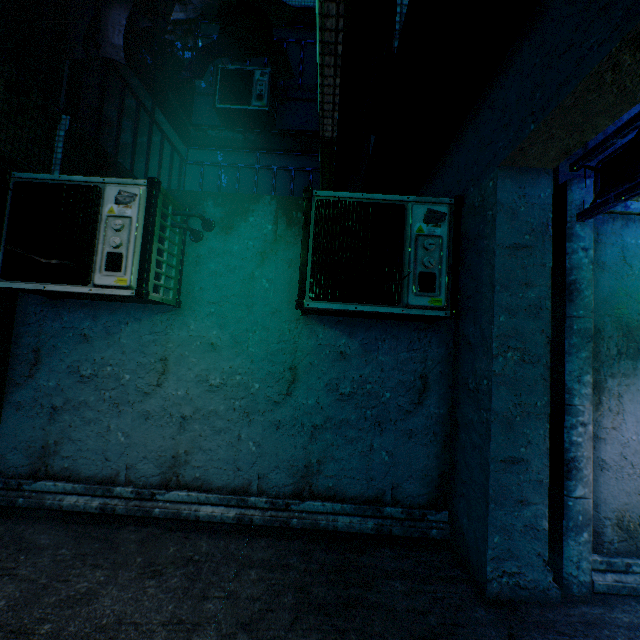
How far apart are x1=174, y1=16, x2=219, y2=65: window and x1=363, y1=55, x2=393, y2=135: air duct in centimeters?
500cm

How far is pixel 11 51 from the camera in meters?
3.2 m

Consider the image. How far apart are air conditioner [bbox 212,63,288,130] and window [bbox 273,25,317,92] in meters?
0.8 m

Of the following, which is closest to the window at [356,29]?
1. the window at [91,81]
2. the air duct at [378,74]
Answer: the air duct at [378,74]

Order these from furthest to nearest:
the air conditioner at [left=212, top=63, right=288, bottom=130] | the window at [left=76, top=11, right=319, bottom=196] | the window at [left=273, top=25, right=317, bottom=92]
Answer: the window at [left=273, top=25, right=317, bottom=92] → the air conditioner at [left=212, top=63, right=288, bottom=130] → the window at [left=76, top=11, right=319, bottom=196]

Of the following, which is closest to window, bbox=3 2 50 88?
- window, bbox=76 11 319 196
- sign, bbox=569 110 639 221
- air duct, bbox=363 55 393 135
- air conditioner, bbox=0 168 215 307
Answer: window, bbox=76 11 319 196

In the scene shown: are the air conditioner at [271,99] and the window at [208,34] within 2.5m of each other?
yes

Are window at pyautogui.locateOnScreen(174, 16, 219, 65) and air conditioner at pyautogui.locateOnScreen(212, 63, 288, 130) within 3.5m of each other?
yes
